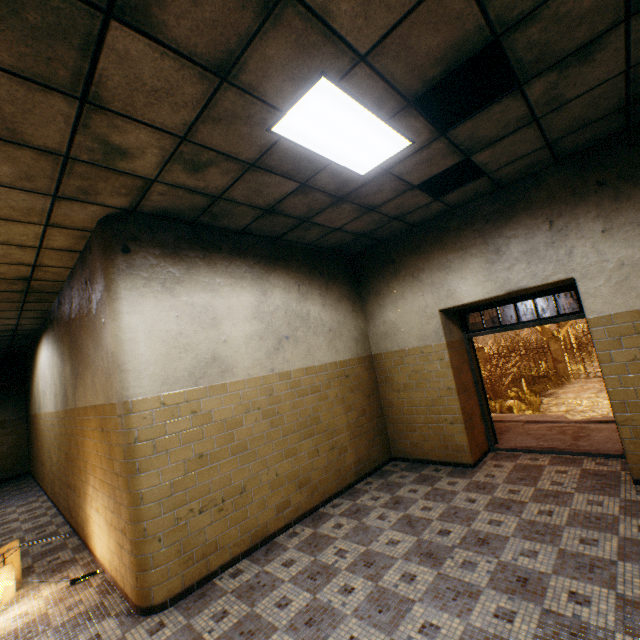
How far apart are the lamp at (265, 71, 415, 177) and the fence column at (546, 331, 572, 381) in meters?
19.4 m

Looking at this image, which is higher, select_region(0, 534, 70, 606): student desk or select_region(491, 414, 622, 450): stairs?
select_region(0, 534, 70, 606): student desk

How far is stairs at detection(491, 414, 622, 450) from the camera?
5.1m

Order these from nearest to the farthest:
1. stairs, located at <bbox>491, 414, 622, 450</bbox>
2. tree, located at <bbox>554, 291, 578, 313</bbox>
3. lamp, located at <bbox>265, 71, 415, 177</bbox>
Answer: lamp, located at <bbox>265, 71, 415, 177</bbox>
stairs, located at <bbox>491, 414, 622, 450</bbox>
tree, located at <bbox>554, 291, 578, 313</bbox>

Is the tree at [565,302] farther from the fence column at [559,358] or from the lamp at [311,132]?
the lamp at [311,132]

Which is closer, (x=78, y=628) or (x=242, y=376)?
(x=78, y=628)

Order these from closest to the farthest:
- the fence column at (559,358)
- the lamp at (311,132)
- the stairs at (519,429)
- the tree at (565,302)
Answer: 1. the lamp at (311,132)
2. the stairs at (519,429)
3. the fence column at (559,358)
4. the tree at (565,302)

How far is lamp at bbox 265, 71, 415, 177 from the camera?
2.4 meters
